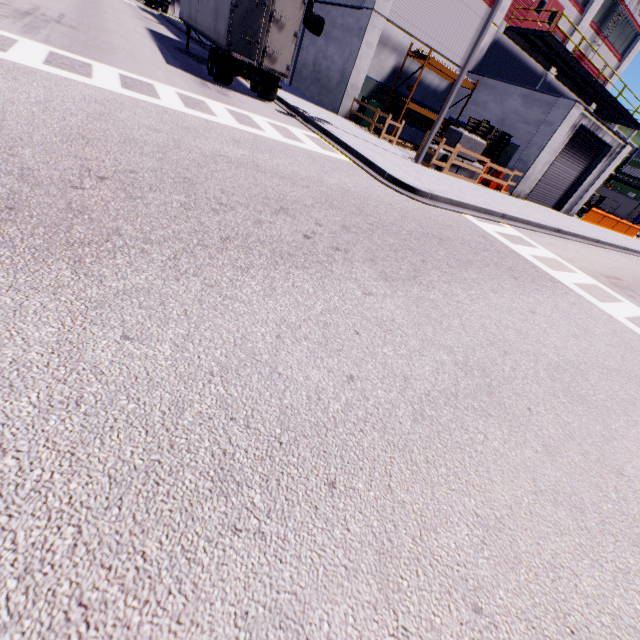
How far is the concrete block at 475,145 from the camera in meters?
14.8

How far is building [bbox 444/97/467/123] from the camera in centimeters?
2127cm

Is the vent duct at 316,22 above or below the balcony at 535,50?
below

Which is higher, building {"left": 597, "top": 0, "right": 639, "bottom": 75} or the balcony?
building {"left": 597, "top": 0, "right": 639, "bottom": 75}

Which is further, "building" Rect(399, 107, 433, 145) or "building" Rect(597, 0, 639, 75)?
"building" Rect(597, 0, 639, 75)

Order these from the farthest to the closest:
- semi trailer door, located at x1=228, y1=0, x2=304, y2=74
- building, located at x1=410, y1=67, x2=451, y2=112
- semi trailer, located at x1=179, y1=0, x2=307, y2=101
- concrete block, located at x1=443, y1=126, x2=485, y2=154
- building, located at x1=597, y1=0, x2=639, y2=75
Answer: building, located at x1=597, y1=0, x2=639, y2=75 < building, located at x1=410, y1=67, x2=451, y2=112 < concrete block, located at x1=443, y1=126, x2=485, y2=154 < semi trailer, located at x1=179, y1=0, x2=307, y2=101 < semi trailer door, located at x1=228, y1=0, x2=304, y2=74

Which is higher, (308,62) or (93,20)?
(308,62)

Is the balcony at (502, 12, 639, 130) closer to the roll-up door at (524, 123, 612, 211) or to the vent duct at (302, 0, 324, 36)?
the roll-up door at (524, 123, 612, 211)
